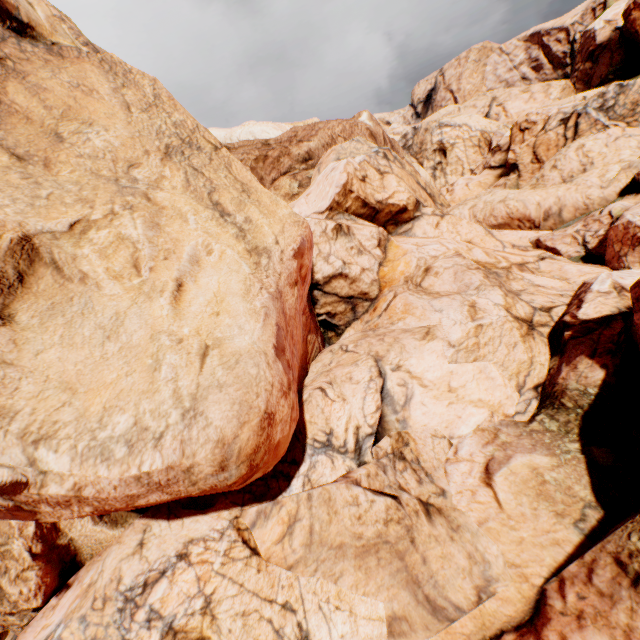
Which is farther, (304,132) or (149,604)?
(304,132)
